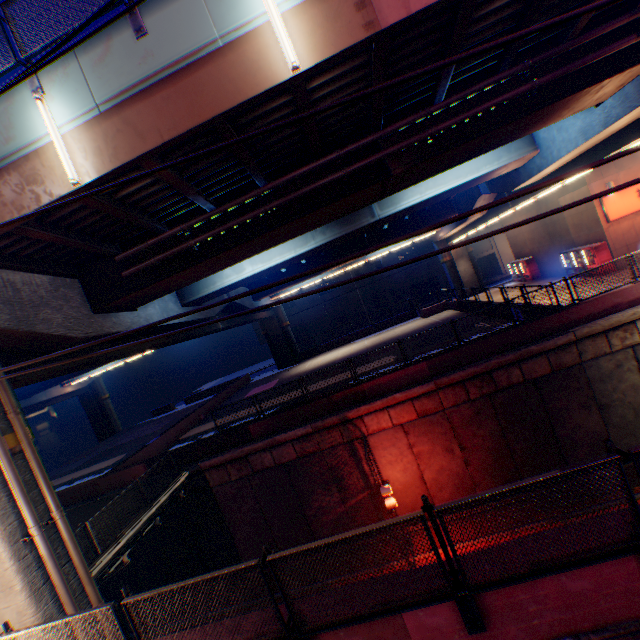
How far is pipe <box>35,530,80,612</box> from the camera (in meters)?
7.27

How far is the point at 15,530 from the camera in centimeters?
716cm

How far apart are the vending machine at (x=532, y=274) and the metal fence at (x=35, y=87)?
33.2 meters

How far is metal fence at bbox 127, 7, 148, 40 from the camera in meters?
6.2 m

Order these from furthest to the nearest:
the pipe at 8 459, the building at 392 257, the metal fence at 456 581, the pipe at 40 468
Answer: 1. the building at 392 257
2. the pipe at 40 468
3. the pipe at 8 459
4. the metal fence at 456 581

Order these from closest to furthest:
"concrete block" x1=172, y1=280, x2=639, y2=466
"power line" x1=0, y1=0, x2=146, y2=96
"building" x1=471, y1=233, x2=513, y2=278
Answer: "power line" x1=0, y1=0, x2=146, y2=96
"concrete block" x1=172, y1=280, x2=639, y2=466
"building" x1=471, y1=233, x2=513, y2=278

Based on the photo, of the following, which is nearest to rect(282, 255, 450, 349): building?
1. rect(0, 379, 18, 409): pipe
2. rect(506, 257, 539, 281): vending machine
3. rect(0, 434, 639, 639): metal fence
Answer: rect(0, 434, 639, 639): metal fence

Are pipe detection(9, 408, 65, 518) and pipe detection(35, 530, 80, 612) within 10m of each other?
yes
